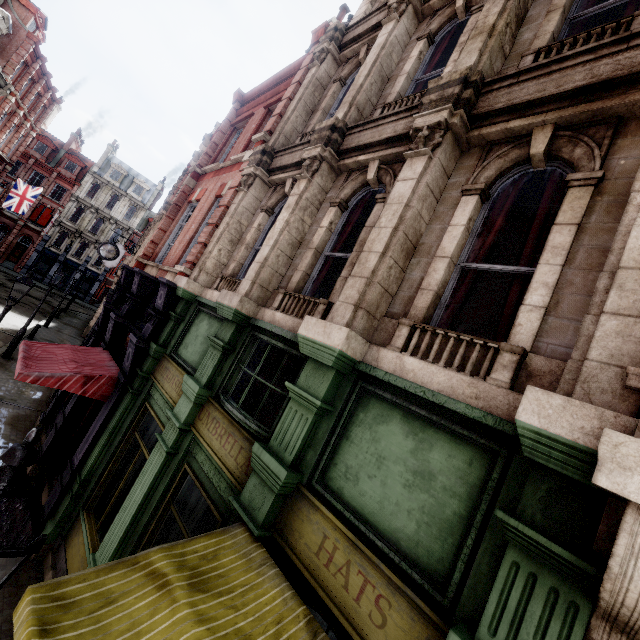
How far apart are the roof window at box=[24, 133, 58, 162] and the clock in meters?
38.1 m

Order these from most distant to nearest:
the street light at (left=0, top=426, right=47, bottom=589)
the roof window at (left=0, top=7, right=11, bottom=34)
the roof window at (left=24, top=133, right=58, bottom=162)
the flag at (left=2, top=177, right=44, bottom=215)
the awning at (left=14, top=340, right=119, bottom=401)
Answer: the roof window at (left=24, top=133, right=58, bottom=162) < the flag at (left=2, top=177, right=44, bottom=215) < the roof window at (left=0, top=7, right=11, bottom=34) < the awning at (left=14, top=340, right=119, bottom=401) < the street light at (left=0, top=426, right=47, bottom=589)

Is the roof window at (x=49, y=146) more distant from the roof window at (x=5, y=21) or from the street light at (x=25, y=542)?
the street light at (x=25, y=542)

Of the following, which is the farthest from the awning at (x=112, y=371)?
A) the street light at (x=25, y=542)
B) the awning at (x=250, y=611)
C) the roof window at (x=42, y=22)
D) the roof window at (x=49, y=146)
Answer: the roof window at (x=49, y=146)

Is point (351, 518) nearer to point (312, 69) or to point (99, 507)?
point (99, 507)

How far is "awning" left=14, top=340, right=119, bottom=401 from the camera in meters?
6.7 m

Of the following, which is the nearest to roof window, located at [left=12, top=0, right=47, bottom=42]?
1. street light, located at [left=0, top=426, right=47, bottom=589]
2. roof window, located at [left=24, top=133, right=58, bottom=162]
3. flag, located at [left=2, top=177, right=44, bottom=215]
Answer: flag, located at [left=2, top=177, right=44, bottom=215]

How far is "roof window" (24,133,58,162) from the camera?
41.25m
